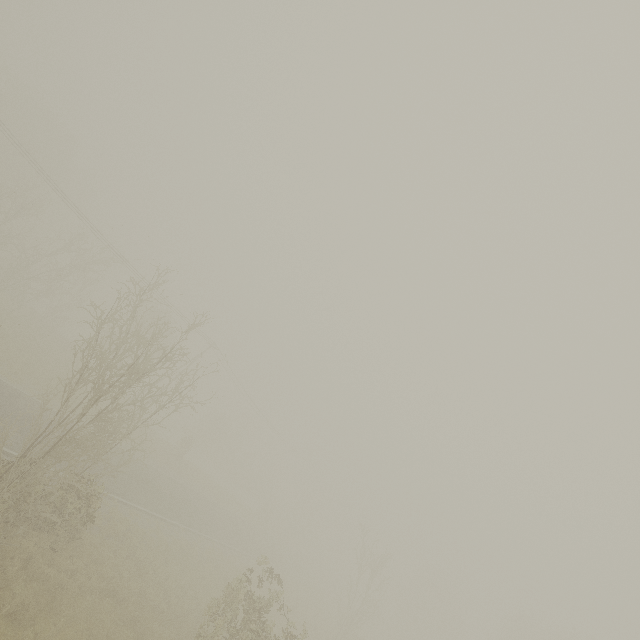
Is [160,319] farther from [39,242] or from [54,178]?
[54,178]
